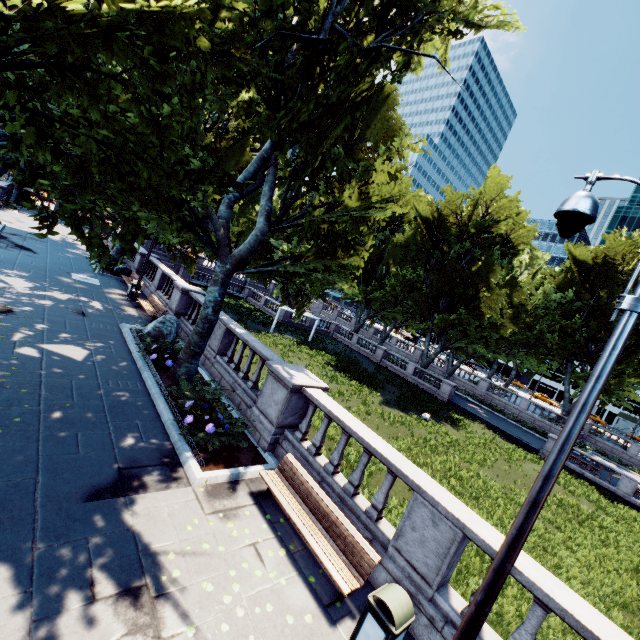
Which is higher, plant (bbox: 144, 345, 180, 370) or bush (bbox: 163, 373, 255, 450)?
plant (bbox: 144, 345, 180, 370)

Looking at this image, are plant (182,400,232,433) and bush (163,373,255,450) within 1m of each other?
yes

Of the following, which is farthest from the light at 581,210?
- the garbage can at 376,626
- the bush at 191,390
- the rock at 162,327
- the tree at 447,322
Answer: the rock at 162,327

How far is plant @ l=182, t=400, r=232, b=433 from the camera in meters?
8.2 m

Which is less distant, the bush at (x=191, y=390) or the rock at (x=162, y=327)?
the bush at (x=191, y=390)

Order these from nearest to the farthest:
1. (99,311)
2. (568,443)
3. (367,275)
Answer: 1. (568,443)
2. (99,311)
3. (367,275)

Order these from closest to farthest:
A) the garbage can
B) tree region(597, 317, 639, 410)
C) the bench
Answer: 1. the garbage can
2. the bench
3. tree region(597, 317, 639, 410)

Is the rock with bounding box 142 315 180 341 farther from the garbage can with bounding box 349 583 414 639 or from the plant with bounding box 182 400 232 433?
the garbage can with bounding box 349 583 414 639
